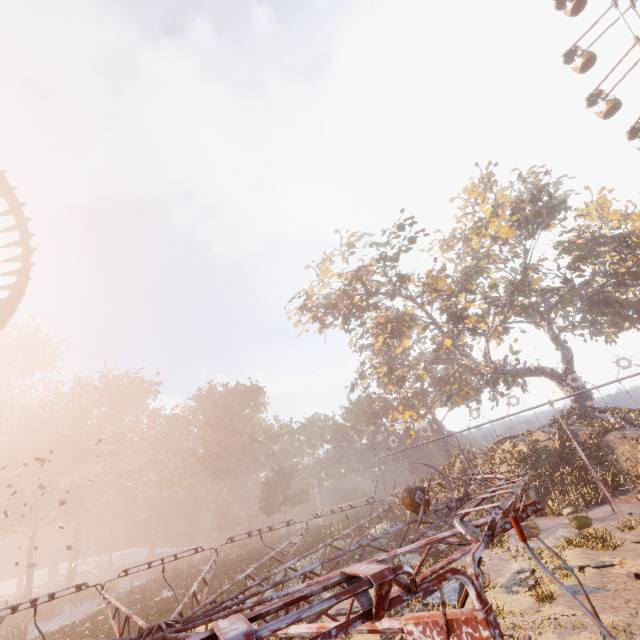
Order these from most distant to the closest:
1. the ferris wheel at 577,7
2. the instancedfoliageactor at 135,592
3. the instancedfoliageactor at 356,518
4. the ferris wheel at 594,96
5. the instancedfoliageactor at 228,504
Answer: the instancedfoliageactor at 228,504 → the instancedfoliageactor at 356,518 → the ferris wheel at 577,7 → the ferris wheel at 594,96 → the instancedfoliageactor at 135,592

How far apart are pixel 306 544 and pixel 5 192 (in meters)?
29.02

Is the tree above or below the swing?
above

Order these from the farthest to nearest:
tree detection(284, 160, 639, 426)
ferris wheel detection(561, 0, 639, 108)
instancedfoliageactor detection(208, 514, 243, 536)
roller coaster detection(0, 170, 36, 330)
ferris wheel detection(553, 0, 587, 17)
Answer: instancedfoliageactor detection(208, 514, 243, 536) < ferris wheel detection(553, 0, 587, 17) < tree detection(284, 160, 639, 426) < ferris wheel detection(561, 0, 639, 108) < roller coaster detection(0, 170, 36, 330)

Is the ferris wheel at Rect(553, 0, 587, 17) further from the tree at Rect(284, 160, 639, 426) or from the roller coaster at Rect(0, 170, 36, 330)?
the roller coaster at Rect(0, 170, 36, 330)

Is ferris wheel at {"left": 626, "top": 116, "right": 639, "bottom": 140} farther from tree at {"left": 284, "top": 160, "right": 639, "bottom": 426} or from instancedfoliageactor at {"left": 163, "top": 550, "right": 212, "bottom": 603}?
instancedfoliageactor at {"left": 163, "top": 550, "right": 212, "bottom": 603}

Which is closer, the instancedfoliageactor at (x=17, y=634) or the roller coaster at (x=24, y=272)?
the roller coaster at (x=24, y=272)

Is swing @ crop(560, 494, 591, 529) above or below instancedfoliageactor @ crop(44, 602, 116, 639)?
below
